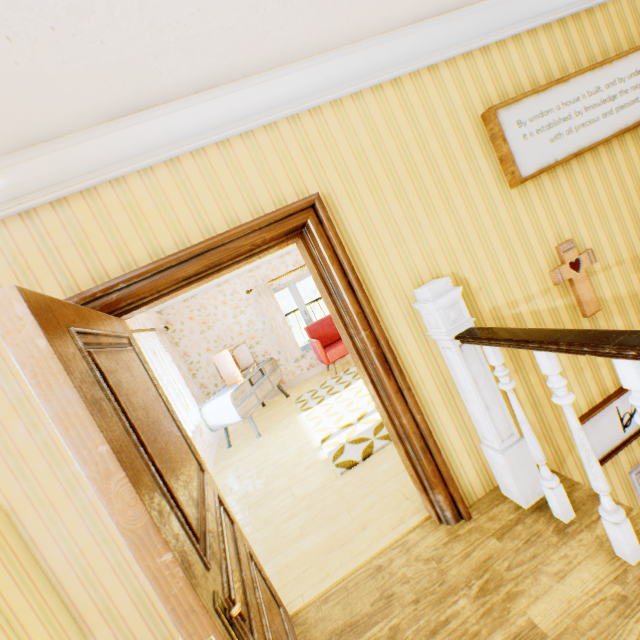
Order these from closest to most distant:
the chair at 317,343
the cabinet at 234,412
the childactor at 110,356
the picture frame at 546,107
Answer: the childactor at 110,356 < the picture frame at 546,107 < the cabinet at 234,412 < the chair at 317,343

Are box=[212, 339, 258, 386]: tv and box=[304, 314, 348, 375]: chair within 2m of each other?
yes

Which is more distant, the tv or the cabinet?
the tv

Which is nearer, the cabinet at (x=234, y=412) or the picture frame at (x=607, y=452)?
the picture frame at (x=607, y=452)

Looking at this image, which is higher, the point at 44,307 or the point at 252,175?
the point at 252,175

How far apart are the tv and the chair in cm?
129

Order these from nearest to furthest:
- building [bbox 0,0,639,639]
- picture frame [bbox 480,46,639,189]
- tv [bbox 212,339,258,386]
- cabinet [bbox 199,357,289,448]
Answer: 1. building [bbox 0,0,639,639]
2. picture frame [bbox 480,46,639,189]
3. cabinet [bbox 199,357,289,448]
4. tv [bbox 212,339,258,386]

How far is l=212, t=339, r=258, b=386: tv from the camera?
5.97m
